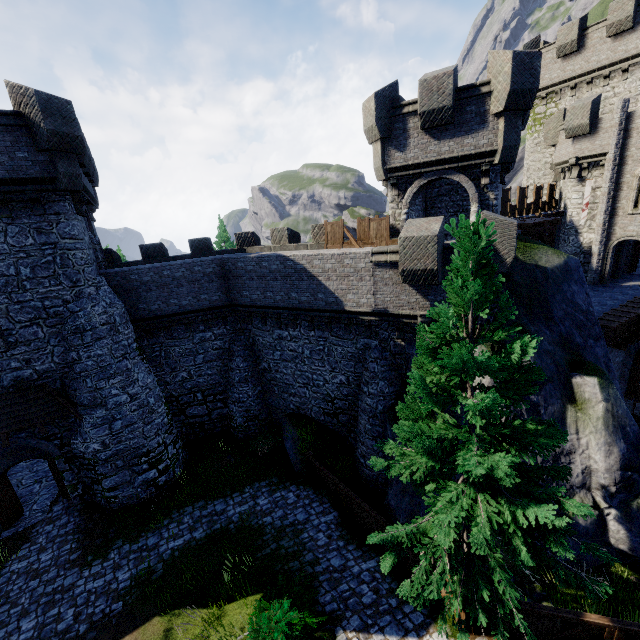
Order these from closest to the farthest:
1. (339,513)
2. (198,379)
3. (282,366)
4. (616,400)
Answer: (616,400)
(339,513)
(282,366)
(198,379)

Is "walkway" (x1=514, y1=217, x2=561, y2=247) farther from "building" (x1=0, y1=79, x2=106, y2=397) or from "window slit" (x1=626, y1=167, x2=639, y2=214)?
"building" (x1=0, y1=79, x2=106, y2=397)

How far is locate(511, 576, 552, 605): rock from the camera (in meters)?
9.45

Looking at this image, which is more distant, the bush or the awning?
the awning

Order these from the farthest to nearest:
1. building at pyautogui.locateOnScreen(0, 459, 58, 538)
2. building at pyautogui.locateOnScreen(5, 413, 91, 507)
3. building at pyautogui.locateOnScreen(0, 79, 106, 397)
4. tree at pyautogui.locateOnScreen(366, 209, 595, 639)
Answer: building at pyautogui.locateOnScreen(0, 459, 58, 538) → building at pyautogui.locateOnScreen(5, 413, 91, 507) → building at pyautogui.locateOnScreen(0, 79, 106, 397) → tree at pyautogui.locateOnScreen(366, 209, 595, 639)

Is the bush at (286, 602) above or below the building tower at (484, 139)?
below

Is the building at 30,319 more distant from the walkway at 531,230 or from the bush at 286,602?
the walkway at 531,230

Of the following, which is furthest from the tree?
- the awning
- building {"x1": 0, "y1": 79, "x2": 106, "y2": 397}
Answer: building {"x1": 0, "y1": 79, "x2": 106, "y2": 397}
